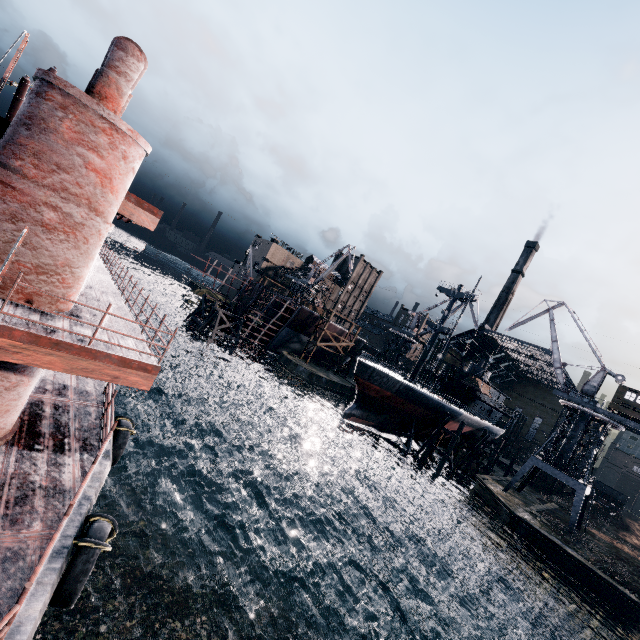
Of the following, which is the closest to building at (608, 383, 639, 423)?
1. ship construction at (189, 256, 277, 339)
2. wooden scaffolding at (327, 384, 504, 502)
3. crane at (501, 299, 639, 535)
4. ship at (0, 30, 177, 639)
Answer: crane at (501, 299, 639, 535)

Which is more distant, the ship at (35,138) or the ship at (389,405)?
the ship at (389,405)

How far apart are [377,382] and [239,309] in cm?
3034

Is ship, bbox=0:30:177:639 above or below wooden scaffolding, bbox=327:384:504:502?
below

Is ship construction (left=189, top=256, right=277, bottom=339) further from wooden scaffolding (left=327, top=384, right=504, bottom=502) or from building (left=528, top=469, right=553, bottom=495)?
building (left=528, top=469, right=553, bottom=495)

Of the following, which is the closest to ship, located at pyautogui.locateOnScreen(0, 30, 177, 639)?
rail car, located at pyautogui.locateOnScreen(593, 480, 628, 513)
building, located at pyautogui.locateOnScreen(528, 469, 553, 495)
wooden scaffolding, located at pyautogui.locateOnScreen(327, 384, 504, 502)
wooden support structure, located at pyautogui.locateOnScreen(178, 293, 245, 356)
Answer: wooden support structure, located at pyautogui.locateOnScreen(178, 293, 245, 356)

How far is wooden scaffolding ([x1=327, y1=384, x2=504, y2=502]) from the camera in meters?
42.1

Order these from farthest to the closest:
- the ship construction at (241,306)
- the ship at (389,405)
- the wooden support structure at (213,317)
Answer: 1. the ship construction at (241,306)
2. the wooden support structure at (213,317)
3. the ship at (389,405)
